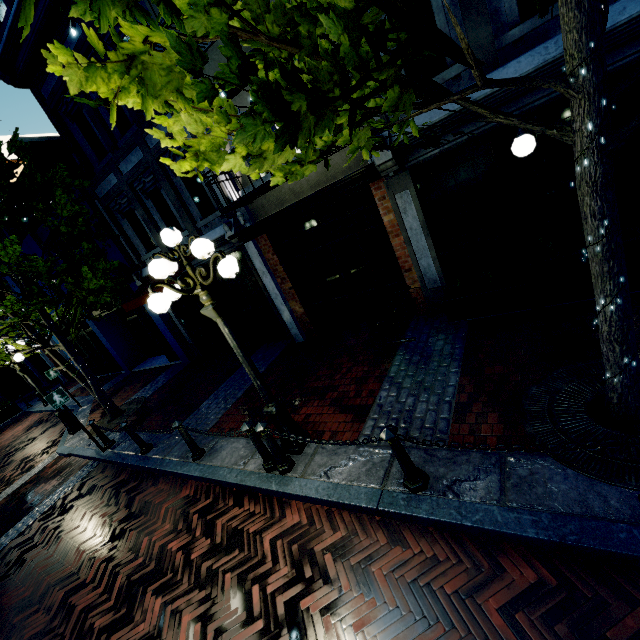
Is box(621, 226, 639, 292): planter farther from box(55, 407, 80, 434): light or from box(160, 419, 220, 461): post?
box(55, 407, 80, 434): light

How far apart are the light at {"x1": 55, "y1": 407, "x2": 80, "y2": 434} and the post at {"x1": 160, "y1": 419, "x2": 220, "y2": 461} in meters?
7.1

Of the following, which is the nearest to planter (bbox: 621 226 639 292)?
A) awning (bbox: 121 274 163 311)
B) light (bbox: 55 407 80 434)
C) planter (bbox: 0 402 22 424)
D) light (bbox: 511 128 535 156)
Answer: light (bbox: 511 128 535 156)

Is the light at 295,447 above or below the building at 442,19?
below

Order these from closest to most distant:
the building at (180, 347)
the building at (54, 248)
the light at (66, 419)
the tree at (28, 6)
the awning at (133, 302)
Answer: the tree at (28, 6)
the awning at (133, 302)
the light at (66, 419)
the building at (180, 347)
the building at (54, 248)

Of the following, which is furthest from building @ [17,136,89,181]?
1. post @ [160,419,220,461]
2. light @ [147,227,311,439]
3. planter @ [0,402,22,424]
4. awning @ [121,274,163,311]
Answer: post @ [160,419,220,461]

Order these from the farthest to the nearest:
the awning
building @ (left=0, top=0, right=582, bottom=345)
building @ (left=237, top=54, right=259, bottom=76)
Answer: the awning < building @ (left=237, top=54, right=259, bottom=76) < building @ (left=0, top=0, right=582, bottom=345)

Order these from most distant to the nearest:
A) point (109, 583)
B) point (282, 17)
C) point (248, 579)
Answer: point (109, 583)
point (248, 579)
point (282, 17)
